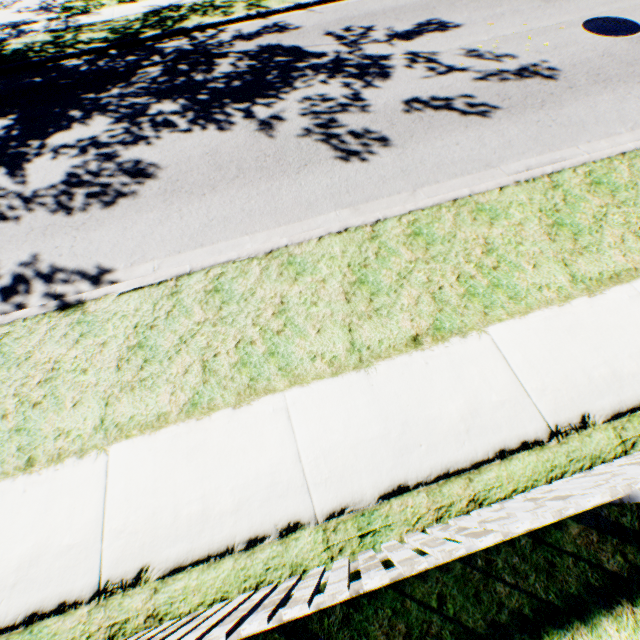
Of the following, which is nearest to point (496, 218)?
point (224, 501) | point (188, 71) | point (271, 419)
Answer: point (271, 419)
